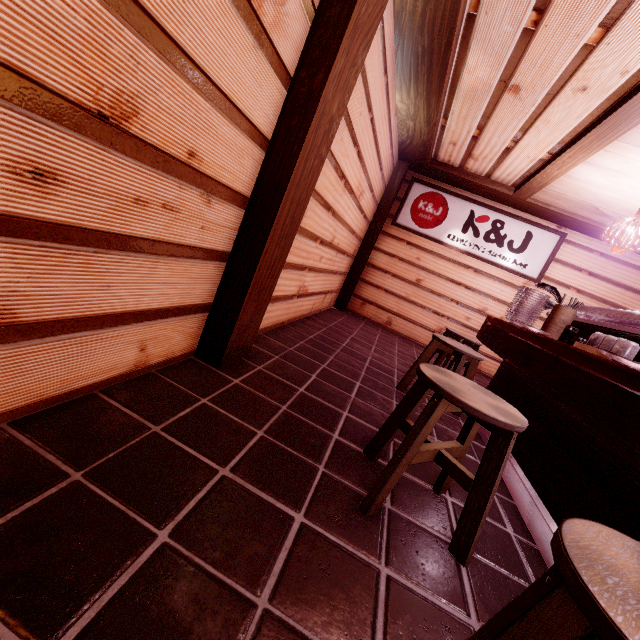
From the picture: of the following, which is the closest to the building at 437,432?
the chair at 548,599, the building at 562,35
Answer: the chair at 548,599

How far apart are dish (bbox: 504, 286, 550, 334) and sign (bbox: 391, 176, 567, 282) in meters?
5.1 m

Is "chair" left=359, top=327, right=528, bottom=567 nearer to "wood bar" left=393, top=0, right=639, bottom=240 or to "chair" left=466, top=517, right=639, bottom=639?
"chair" left=466, top=517, right=639, bottom=639

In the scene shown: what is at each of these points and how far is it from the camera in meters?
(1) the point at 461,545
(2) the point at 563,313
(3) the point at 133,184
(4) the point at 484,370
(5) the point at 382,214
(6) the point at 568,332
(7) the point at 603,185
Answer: (1) chair, 2.4
(2) tableware, 5.0
(3) building, 2.1
(4) building, 10.9
(5) wood pole, 10.5
(6) sauce bottle, 4.7
(7) wood panel, 6.9

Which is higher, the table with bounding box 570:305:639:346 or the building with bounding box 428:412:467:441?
the table with bounding box 570:305:639:346

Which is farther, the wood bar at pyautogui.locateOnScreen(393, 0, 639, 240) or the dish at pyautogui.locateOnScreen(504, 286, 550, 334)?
the dish at pyautogui.locateOnScreen(504, 286, 550, 334)

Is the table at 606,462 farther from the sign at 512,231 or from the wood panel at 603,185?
the sign at 512,231

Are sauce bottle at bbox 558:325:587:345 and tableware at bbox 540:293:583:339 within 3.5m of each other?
yes
